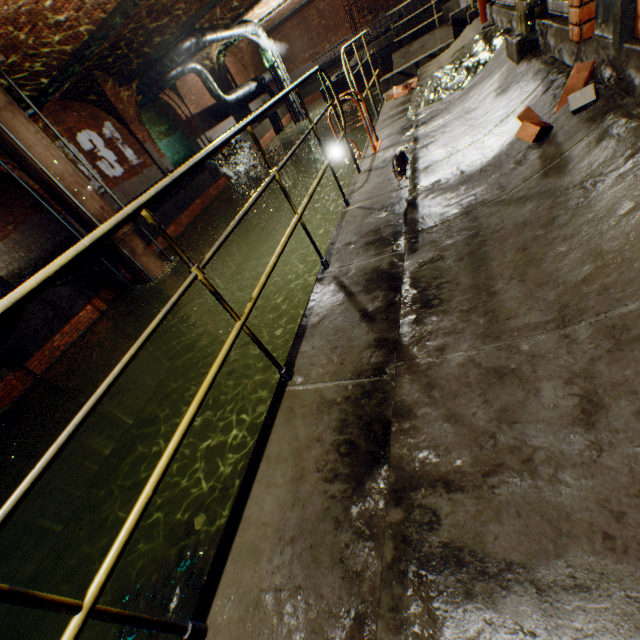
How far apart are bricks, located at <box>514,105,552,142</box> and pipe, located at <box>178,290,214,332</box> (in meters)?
10.25

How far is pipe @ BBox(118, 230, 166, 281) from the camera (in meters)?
9.67

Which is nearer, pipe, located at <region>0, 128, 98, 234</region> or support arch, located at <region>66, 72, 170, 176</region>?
pipe, located at <region>0, 128, 98, 234</region>

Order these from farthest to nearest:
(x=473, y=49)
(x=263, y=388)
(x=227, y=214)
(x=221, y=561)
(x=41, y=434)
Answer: (x=227, y=214)
(x=263, y=388)
(x=41, y=434)
(x=473, y=49)
(x=221, y=561)

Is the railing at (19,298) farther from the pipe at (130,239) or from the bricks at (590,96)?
the pipe at (130,239)

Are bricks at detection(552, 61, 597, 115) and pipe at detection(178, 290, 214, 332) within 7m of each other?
no

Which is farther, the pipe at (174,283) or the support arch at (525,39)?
the pipe at (174,283)

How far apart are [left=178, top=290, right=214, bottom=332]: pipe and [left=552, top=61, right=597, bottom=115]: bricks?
10.6m
